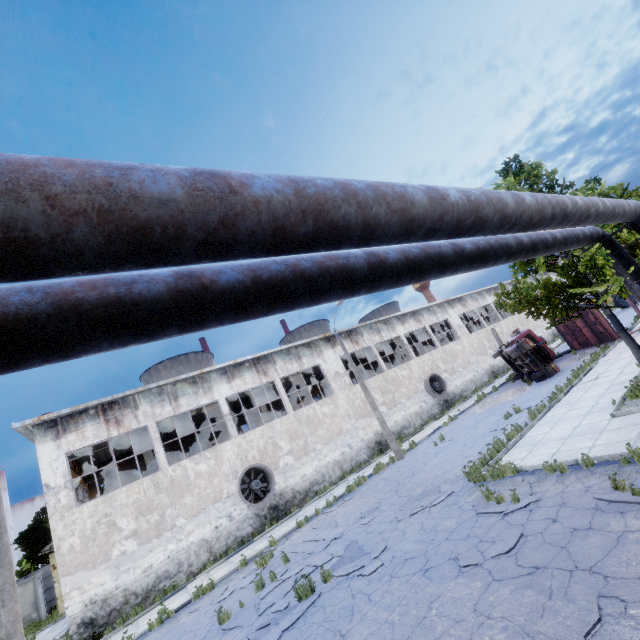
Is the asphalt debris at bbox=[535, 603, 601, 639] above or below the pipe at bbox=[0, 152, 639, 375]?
below

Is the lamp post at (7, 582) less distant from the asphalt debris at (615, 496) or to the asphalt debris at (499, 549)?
the asphalt debris at (499, 549)

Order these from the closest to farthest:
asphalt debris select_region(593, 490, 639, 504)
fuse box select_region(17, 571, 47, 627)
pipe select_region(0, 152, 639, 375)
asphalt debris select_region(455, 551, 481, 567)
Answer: pipe select_region(0, 152, 639, 375) → asphalt debris select_region(593, 490, 639, 504) → asphalt debris select_region(455, 551, 481, 567) → fuse box select_region(17, 571, 47, 627)

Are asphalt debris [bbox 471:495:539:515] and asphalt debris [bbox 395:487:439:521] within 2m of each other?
yes

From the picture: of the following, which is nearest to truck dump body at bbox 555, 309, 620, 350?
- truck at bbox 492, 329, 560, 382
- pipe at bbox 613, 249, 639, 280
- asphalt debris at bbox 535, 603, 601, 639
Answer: truck at bbox 492, 329, 560, 382

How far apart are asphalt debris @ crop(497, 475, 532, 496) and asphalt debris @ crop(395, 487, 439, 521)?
1.16m

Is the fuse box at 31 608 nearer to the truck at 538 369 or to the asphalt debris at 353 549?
the asphalt debris at 353 549

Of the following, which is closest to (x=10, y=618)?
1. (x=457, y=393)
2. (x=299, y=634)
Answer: (x=299, y=634)
